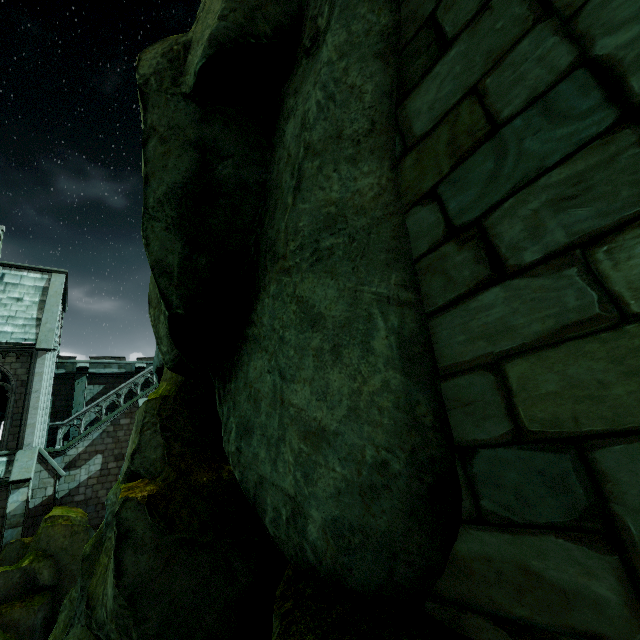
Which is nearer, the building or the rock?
the rock

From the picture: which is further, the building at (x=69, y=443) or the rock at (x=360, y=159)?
the building at (x=69, y=443)

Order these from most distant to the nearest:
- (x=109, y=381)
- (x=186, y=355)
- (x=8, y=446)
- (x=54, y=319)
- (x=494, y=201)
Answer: (x=109, y=381) → (x=54, y=319) → (x=8, y=446) → (x=186, y=355) → (x=494, y=201)
